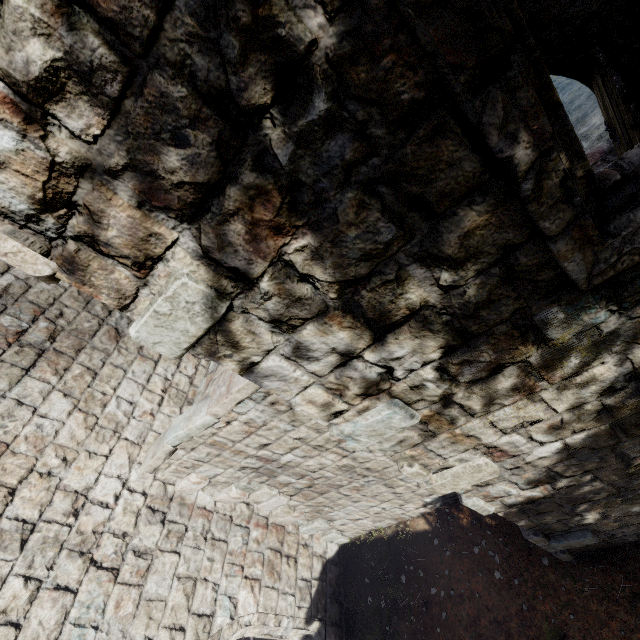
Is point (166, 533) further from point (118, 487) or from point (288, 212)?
point (288, 212)
